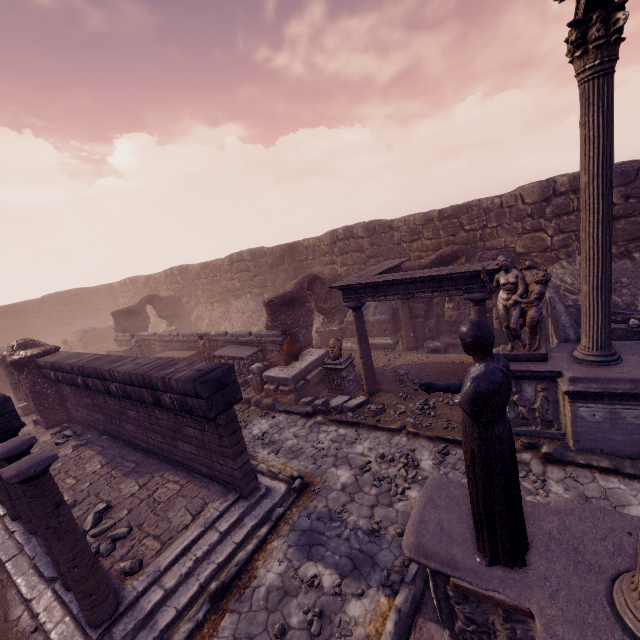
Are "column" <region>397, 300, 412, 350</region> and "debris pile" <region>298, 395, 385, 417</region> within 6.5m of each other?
yes

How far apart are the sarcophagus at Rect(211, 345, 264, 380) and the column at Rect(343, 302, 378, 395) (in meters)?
4.23

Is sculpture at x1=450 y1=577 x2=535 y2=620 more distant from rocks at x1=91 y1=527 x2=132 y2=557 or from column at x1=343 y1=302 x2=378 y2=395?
column at x1=343 y1=302 x2=378 y2=395

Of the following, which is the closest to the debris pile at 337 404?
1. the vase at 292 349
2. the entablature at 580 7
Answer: the vase at 292 349

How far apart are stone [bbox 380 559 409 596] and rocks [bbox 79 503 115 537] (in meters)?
5.17

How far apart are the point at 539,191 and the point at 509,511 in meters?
12.5

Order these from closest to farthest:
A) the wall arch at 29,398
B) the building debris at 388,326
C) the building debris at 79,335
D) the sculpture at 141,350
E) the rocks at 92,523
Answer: the rocks at 92,523, the wall arch at 29,398, the building debris at 388,326, the sculpture at 141,350, the building debris at 79,335

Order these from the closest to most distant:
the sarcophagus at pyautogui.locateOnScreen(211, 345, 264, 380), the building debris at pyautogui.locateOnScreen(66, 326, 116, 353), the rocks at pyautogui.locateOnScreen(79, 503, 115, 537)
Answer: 1. the rocks at pyautogui.locateOnScreen(79, 503, 115, 537)
2. the sarcophagus at pyautogui.locateOnScreen(211, 345, 264, 380)
3. the building debris at pyautogui.locateOnScreen(66, 326, 116, 353)
